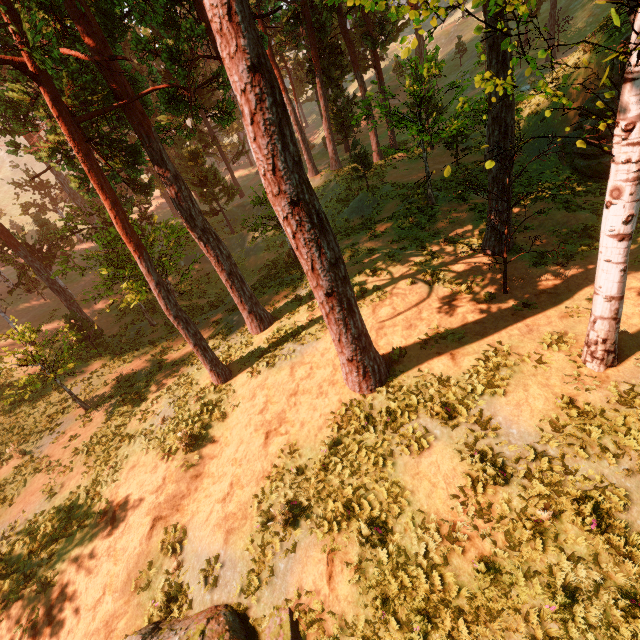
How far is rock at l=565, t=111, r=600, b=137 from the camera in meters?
16.5 m

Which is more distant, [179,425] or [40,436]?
[40,436]

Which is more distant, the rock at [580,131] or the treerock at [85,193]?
the rock at [580,131]

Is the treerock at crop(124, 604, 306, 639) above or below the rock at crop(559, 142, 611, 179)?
below

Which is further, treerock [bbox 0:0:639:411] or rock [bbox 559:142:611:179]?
rock [bbox 559:142:611:179]
